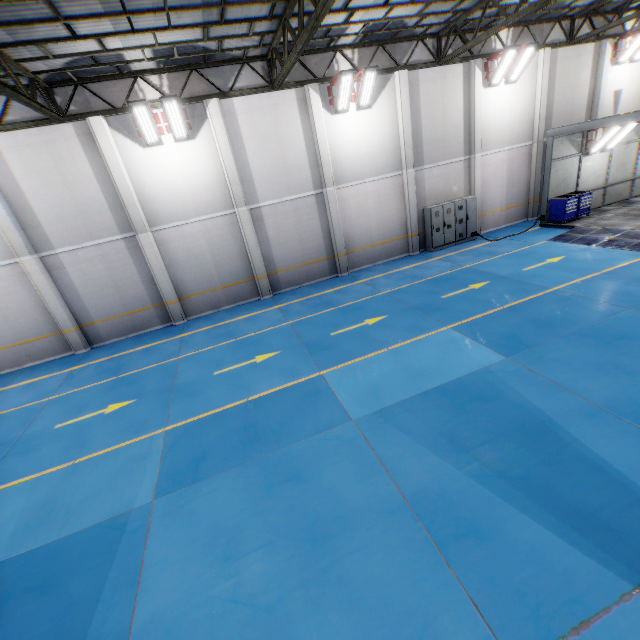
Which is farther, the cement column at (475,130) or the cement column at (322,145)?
the cement column at (475,130)

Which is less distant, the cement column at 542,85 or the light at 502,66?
the light at 502,66

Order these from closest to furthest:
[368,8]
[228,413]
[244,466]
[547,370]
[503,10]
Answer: [244,466]
[547,370]
[228,413]
[368,8]
[503,10]

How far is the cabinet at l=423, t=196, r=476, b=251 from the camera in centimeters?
1599cm

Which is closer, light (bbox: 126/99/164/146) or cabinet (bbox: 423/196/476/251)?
light (bbox: 126/99/164/146)

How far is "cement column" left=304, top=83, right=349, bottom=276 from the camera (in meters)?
12.94

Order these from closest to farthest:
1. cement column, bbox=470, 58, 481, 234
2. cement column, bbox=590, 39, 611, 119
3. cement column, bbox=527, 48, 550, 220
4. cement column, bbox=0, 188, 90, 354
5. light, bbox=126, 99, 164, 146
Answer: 1. light, bbox=126, 99, 164, 146
2. cement column, bbox=0, 188, 90, 354
3. cement column, bbox=470, 58, 481, 234
4. cement column, bbox=527, 48, 550, 220
5. cement column, bbox=590, 39, 611, 119

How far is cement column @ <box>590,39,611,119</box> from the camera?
16.3 meters
